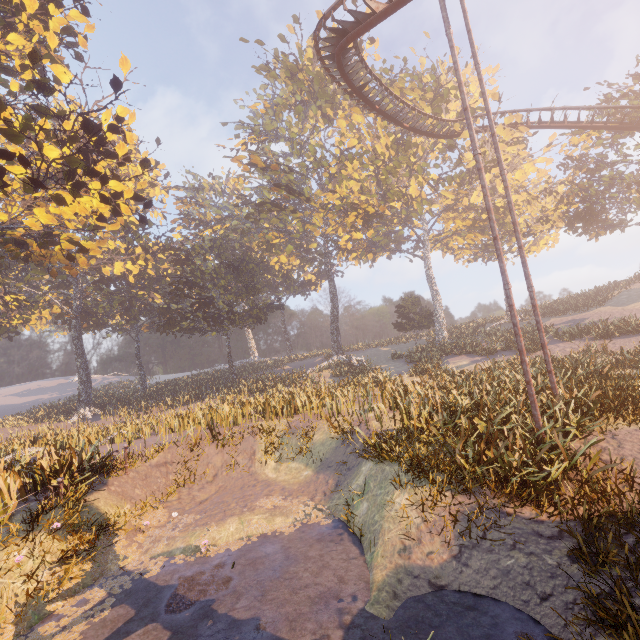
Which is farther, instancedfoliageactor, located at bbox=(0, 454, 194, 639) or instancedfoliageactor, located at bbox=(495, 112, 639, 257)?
instancedfoliageactor, located at bbox=(495, 112, 639, 257)

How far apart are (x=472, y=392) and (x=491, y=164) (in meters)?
29.41

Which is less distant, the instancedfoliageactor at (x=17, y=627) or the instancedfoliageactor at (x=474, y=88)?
the instancedfoliageactor at (x=17, y=627)

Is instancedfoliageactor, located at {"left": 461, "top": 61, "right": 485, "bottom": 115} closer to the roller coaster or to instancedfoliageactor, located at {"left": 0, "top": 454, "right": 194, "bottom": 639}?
the roller coaster

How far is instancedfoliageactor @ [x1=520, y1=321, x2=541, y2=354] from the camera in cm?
2308

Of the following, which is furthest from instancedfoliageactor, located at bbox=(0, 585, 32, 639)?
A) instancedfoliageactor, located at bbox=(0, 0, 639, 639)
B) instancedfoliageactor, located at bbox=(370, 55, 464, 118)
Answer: instancedfoliageactor, located at bbox=(370, 55, 464, 118)

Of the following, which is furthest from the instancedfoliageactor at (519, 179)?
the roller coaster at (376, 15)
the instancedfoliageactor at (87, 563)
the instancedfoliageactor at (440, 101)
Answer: the instancedfoliageactor at (87, 563)

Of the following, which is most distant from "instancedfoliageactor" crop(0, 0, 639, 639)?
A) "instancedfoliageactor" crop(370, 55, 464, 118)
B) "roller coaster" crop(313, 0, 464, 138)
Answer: "instancedfoliageactor" crop(370, 55, 464, 118)
